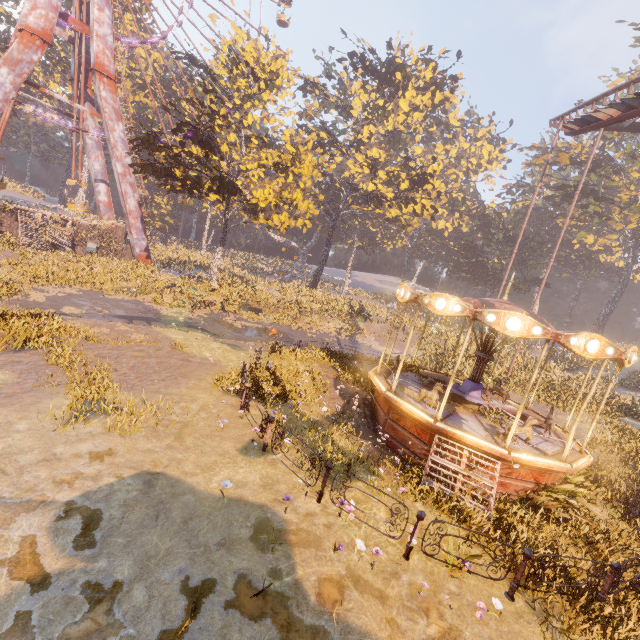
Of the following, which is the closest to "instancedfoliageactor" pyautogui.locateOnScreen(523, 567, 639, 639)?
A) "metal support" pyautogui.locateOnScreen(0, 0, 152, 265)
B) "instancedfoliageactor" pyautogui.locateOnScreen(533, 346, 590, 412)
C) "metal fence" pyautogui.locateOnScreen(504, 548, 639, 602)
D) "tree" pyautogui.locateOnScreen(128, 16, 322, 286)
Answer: "instancedfoliageactor" pyautogui.locateOnScreen(533, 346, 590, 412)

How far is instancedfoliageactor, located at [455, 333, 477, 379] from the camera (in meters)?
20.42

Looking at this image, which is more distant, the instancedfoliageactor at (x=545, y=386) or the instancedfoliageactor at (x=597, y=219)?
the instancedfoliageactor at (x=597, y=219)

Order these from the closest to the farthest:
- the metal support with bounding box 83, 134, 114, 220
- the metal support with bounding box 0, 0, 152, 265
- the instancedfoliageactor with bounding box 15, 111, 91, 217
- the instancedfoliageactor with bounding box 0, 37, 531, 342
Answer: the metal support with bounding box 0, 0, 152, 265, the instancedfoliageactor with bounding box 0, 37, 531, 342, the metal support with bounding box 83, 134, 114, 220, the instancedfoliageactor with bounding box 15, 111, 91, 217

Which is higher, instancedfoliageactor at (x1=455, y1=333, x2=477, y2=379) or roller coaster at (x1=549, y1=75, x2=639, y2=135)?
roller coaster at (x1=549, y1=75, x2=639, y2=135)

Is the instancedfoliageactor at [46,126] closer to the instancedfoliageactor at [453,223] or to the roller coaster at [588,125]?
the instancedfoliageactor at [453,223]

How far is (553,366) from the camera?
29.44m

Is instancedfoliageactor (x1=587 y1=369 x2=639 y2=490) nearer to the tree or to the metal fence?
the metal fence
